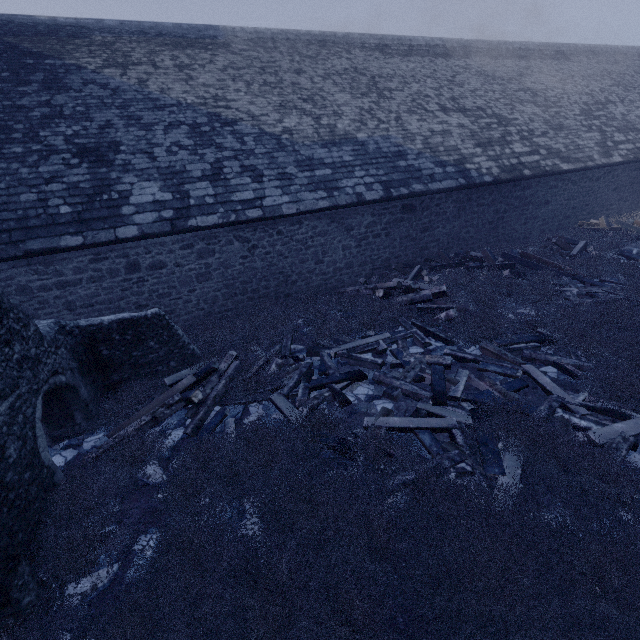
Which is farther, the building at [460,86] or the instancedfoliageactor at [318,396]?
the building at [460,86]

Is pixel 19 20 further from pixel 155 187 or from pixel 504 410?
pixel 504 410

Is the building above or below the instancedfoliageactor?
above

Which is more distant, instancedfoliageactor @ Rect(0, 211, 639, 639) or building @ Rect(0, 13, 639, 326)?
building @ Rect(0, 13, 639, 326)

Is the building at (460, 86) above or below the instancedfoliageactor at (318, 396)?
above
